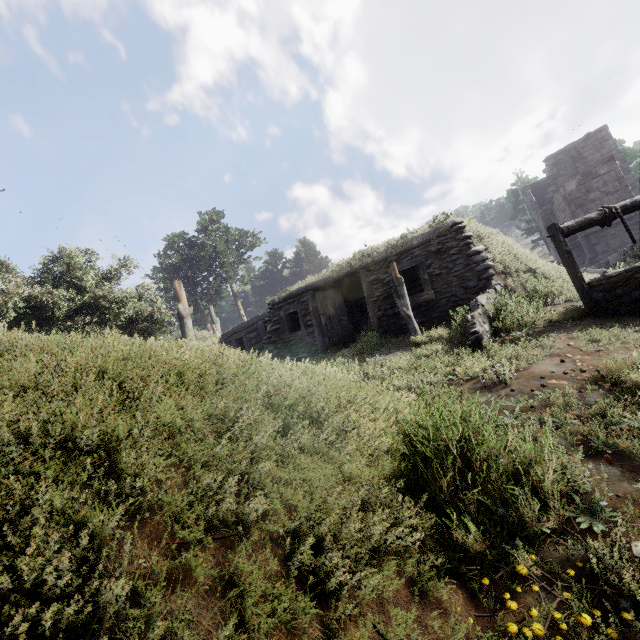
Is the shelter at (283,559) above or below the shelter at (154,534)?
below

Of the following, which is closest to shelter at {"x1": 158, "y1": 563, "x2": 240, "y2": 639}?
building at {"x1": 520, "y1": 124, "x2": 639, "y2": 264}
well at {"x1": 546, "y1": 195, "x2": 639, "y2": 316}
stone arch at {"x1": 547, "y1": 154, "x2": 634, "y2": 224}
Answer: well at {"x1": 546, "y1": 195, "x2": 639, "y2": 316}

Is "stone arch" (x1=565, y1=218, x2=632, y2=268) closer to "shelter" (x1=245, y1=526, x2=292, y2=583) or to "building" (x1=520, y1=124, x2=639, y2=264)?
"building" (x1=520, y1=124, x2=639, y2=264)

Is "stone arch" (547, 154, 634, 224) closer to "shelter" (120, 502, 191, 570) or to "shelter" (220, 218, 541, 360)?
"shelter" (220, 218, 541, 360)

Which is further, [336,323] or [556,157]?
[556,157]

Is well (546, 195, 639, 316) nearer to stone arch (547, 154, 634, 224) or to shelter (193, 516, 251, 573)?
shelter (193, 516, 251, 573)

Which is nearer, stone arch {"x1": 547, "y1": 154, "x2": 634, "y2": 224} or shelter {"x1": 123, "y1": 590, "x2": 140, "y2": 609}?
shelter {"x1": 123, "y1": 590, "x2": 140, "y2": 609}

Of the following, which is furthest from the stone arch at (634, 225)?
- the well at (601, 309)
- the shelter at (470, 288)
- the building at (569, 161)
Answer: the well at (601, 309)
